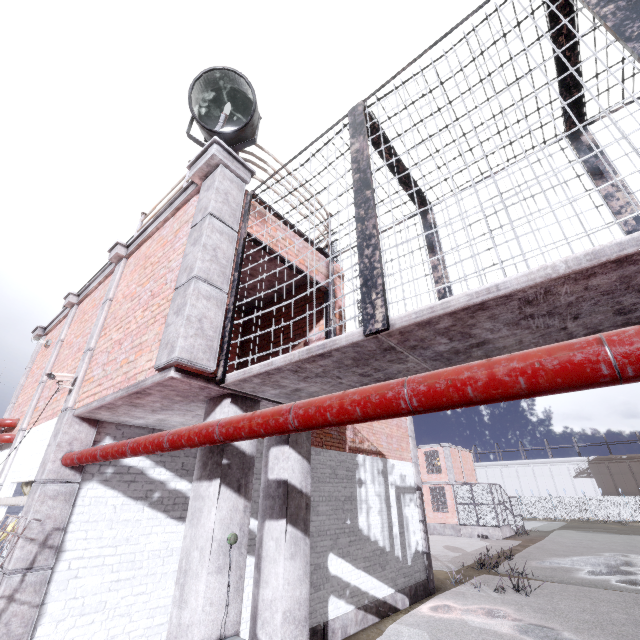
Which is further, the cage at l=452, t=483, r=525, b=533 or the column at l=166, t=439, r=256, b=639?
the cage at l=452, t=483, r=525, b=533

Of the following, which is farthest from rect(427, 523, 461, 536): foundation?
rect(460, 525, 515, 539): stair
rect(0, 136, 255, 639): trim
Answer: rect(0, 136, 255, 639): trim

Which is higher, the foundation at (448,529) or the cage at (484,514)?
the cage at (484,514)

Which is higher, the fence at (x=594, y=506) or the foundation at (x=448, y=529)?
the fence at (x=594, y=506)

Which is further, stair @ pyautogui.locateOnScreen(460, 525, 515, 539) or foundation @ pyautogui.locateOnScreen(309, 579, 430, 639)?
stair @ pyautogui.locateOnScreen(460, 525, 515, 539)

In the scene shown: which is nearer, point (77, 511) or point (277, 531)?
point (277, 531)

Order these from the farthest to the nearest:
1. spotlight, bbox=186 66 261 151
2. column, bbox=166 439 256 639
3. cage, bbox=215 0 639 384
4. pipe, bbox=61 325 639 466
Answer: spotlight, bbox=186 66 261 151 → column, bbox=166 439 256 639 → cage, bbox=215 0 639 384 → pipe, bbox=61 325 639 466

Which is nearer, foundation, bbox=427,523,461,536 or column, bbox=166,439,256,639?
column, bbox=166,439,256,639
